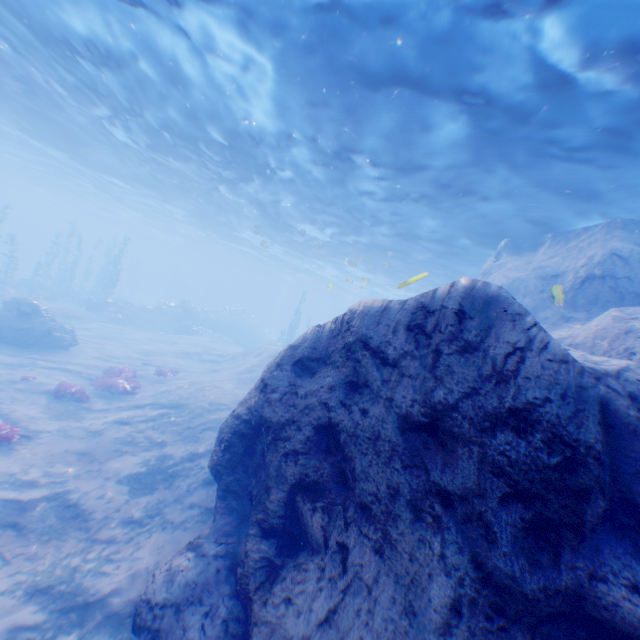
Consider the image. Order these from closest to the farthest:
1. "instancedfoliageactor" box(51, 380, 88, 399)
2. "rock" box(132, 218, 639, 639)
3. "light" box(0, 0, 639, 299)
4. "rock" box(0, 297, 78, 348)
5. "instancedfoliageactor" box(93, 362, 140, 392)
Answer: "rock" box(132, 218, 639, 639)
"light" box(0, 0, 639, 299)
"instancedfoliageactor" box(51, 380, 88, 399)
"instancedfoliageactor" box(93, 362, 140, 392)
"rock" box(0, 297, 78, 348)

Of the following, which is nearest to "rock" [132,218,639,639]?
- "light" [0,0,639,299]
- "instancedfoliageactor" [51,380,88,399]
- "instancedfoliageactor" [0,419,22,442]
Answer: "light" [0,0,639,299]

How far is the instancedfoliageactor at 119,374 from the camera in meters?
14.2 m

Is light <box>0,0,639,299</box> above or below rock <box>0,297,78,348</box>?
above

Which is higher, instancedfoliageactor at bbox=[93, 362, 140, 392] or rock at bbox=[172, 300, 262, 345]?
rock at bbox=[172, 300, 262, 345]

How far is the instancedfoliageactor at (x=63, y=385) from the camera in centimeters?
1234cm

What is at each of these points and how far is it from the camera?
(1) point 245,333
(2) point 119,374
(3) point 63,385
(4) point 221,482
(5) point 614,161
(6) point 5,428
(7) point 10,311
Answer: (1) rock, 44.66m
(2) instancedfoliageactor, 15.44m
(3) instancedfoliageactor, 12.73m
(4) rock, 6.76m
(5) light, 9.05m
(6) instancedfoliageactor, 9.02m
(7) rock, 16.89m
